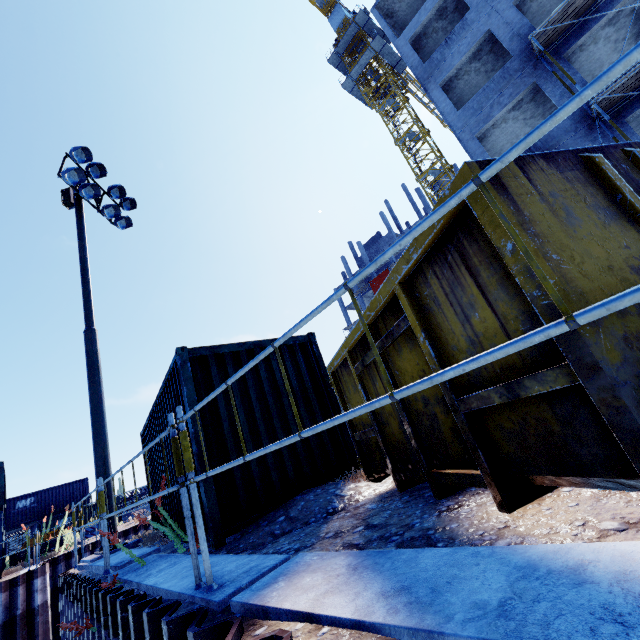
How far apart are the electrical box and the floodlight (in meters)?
0.51

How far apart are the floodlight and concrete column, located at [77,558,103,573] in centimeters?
1079cm

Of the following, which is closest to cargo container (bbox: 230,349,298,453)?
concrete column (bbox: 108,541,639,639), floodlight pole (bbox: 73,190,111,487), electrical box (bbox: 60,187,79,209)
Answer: floodlight pole (bbox: 73,190,111,487)

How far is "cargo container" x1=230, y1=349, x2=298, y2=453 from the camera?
4.7 meters

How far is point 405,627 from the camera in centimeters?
118cm

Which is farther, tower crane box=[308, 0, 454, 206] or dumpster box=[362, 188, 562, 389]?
tower crane box=[308, 0, 454, 206]

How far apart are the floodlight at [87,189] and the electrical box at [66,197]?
0.5m

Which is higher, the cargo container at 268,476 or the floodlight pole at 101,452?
the floodlight pole at 101,452
